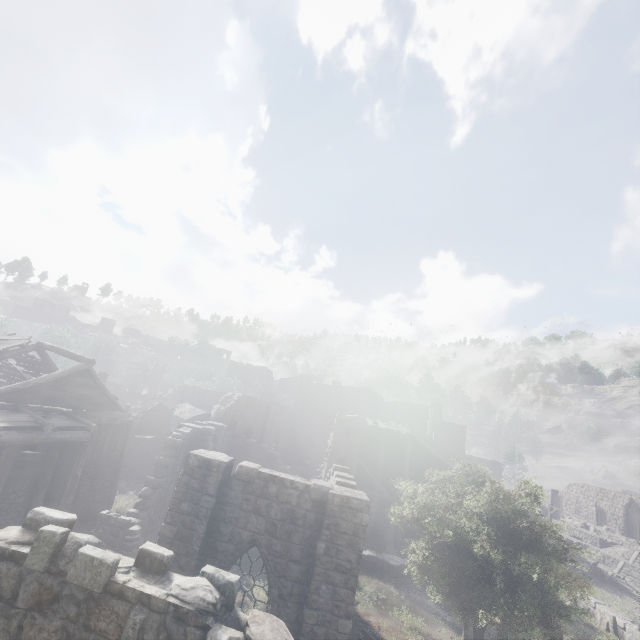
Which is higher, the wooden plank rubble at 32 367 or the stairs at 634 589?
the wooden plank rubble at 32 367

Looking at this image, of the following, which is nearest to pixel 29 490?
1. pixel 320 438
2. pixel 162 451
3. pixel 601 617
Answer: pixel 162 451

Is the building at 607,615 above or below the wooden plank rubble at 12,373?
below

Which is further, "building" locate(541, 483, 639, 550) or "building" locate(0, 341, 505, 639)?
"building" locate(541, 483, 639, 550)

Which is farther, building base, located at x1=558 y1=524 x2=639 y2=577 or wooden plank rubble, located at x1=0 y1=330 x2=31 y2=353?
building base, located at x1=558 y1=524 x2=639 y2=577

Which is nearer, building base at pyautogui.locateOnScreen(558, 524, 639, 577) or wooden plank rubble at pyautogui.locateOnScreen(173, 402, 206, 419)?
building base at pyautogui.locateOnScreen(558, 524, 639, 577)

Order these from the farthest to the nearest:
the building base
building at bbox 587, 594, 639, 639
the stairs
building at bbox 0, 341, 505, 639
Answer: the building base
the stairs
building at bbox 587, 594, 639, 639
building at bbox 0, 341, 505, 639

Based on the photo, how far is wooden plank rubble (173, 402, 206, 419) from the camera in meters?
43.6 m
